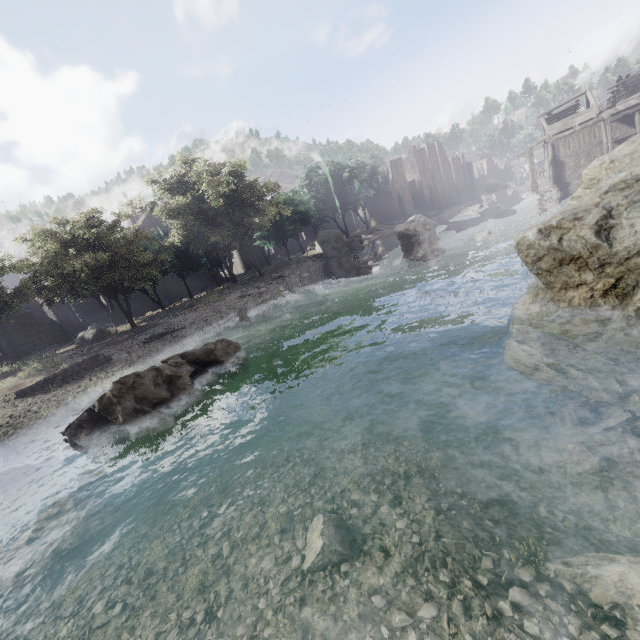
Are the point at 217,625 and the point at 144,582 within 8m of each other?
yes

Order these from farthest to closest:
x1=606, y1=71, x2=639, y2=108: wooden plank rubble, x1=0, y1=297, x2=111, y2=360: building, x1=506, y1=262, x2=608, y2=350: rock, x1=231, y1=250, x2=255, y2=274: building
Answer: x1=231, y1=250, x2=255, y2=274: building → x1=606, y1=71, x2=639, y2=108: wooden plank rubble → x1=0, y1=297, x2=111, y2=360: building → x1=506, y1=262, x2=608, y2=350: rock

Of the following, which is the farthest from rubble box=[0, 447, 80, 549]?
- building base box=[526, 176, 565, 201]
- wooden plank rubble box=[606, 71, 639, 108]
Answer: wooden plank rubble box=[606, 71, 639, 108]

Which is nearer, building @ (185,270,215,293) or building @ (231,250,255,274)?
building @ (185,270,215,293)

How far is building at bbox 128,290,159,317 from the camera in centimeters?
3645cm

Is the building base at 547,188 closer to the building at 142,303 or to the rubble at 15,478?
the building at 142,303

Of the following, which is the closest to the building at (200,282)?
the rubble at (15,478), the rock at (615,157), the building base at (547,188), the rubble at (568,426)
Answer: the building base at (547,188)
